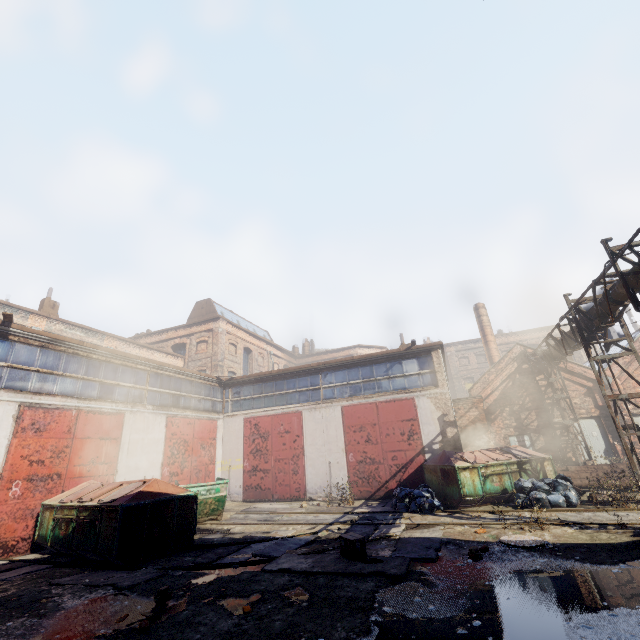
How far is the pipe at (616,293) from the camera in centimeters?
948cm

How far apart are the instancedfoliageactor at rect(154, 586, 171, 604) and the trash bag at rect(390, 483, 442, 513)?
7.9m

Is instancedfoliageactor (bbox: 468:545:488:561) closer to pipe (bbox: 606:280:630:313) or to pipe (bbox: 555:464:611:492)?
pipe (bbox: 606:280:630:313)

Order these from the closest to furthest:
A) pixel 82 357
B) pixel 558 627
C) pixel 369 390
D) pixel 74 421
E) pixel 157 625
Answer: pixel 558 627, pixel 157 625, pixel 74 421, pixel 82 357, pixel 369 390

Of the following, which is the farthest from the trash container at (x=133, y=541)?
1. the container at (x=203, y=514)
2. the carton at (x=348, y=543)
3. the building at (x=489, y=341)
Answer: the building at (x=489, y=341)

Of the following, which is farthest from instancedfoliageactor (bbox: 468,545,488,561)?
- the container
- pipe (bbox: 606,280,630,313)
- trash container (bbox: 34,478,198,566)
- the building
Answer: the building

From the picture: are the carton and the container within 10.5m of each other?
yes

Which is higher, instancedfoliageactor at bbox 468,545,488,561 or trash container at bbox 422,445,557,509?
trash container at bbox 422,445,557,509
